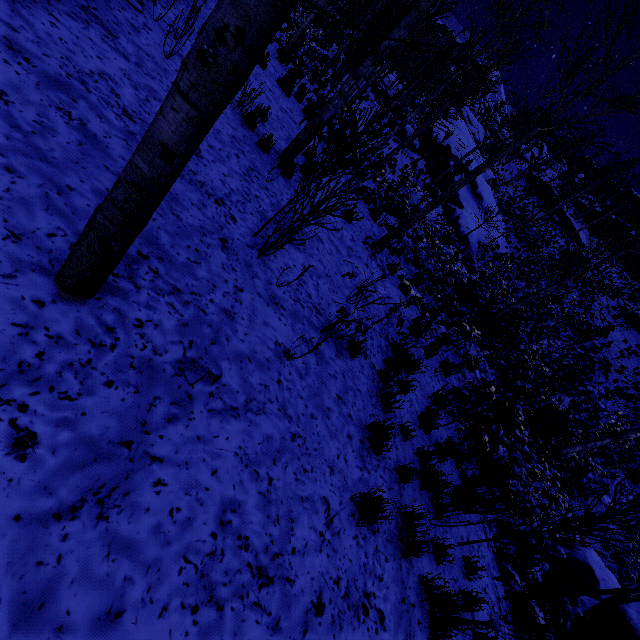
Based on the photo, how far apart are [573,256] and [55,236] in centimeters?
2258cm

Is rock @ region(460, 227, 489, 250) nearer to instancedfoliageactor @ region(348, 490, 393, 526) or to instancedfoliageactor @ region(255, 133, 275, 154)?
instancedfoliageactor @ region(255, 133, 275, 154)

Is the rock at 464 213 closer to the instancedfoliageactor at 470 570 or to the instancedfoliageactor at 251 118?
the instancedfoliageactor at 251 118

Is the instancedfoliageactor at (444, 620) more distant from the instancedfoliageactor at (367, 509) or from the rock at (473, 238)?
the instancedfoliageactor at (367, 509)

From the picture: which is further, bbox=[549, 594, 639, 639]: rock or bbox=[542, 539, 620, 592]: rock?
bbox=[542, 539, 620, 592]: rock

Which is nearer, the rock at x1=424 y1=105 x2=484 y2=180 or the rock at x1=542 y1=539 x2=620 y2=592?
the rock at x1=542 y1=539 x2=620 y2=592

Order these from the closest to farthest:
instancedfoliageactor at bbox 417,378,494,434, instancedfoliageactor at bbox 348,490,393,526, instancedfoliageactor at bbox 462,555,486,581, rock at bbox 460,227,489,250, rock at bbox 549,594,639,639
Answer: instancedfoliageactor at bbox 348,490,393,526 → instancedfoliageactor at bbox 462,555,486,581 → instancedfoliageactor at bbox 417,378,494,434 → rock at bbox 549,594,639,639 → rock at bbox 460,227,489,250

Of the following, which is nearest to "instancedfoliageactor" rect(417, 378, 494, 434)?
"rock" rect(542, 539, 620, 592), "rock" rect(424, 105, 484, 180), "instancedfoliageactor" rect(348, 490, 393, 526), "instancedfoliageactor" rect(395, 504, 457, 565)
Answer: "rock" rect(424, 105, 484, 180)
